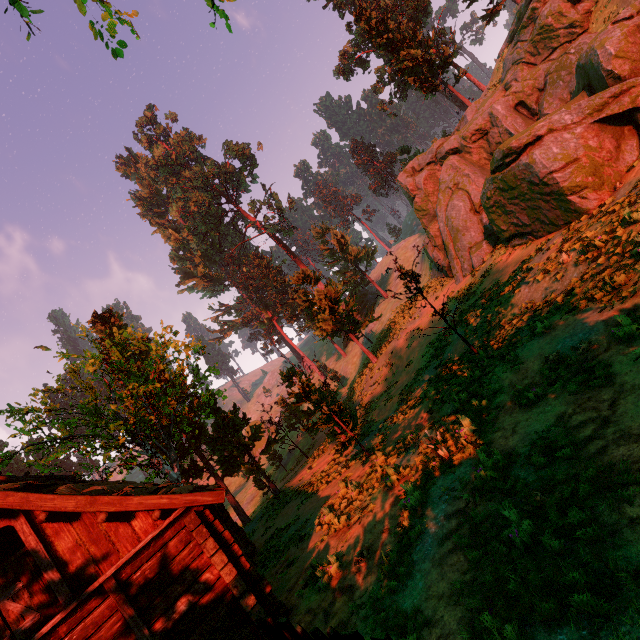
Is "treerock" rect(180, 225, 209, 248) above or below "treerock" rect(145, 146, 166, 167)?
below

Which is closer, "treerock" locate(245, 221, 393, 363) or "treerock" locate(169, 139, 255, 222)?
"treerock" locate(245, 221, 393, 363)

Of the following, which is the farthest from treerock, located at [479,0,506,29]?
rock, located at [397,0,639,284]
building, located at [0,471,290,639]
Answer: rock, located at [397,0,639,284]

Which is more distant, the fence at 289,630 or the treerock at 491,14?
the treerock at 491,14

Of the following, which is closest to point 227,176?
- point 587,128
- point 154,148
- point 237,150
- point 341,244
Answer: point 237,150

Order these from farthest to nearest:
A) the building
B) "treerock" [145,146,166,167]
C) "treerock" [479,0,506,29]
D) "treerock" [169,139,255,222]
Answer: "treerock" [145,146,166,167]
"treerock" [169,139,255,222]
"treerock" [479,0,506,29]
the building

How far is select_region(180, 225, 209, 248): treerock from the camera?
58.3 meters

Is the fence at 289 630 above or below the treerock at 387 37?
below
